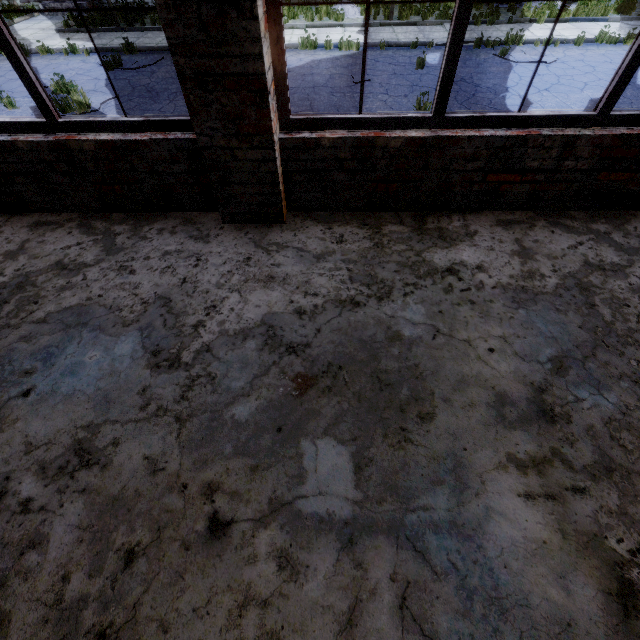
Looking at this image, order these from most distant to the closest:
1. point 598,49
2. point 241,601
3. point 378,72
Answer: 1. point 598,49
2. point 378,72
3. point 241,601
